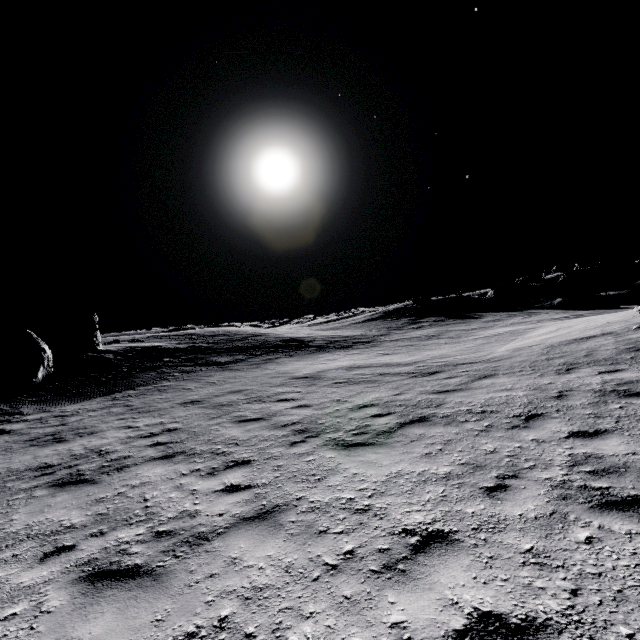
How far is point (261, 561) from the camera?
3.50m

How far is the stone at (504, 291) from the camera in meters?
41.5 m

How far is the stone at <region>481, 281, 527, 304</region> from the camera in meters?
41.5 m
